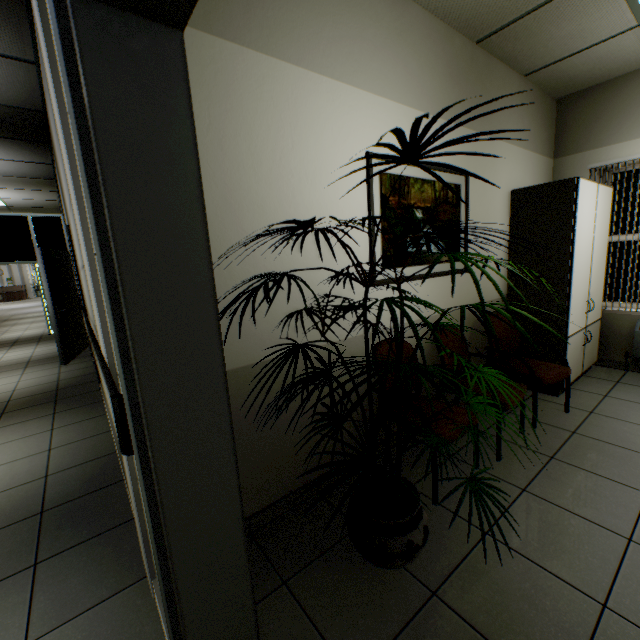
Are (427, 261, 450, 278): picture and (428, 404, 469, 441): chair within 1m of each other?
yes

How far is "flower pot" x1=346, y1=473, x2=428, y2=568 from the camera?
1.5m

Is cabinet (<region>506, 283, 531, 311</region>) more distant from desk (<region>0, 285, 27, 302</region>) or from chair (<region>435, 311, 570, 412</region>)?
desk (<region>0, 285, 27, 302</region>)

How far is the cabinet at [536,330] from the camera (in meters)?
3.20

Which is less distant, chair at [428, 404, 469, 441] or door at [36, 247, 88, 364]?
chair at [428, 404, 469, 441]

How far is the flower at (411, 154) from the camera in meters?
0.8

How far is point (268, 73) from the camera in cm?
167

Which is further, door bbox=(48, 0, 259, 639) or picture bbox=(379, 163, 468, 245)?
picture bbox=(379, 163, 468, 245)
